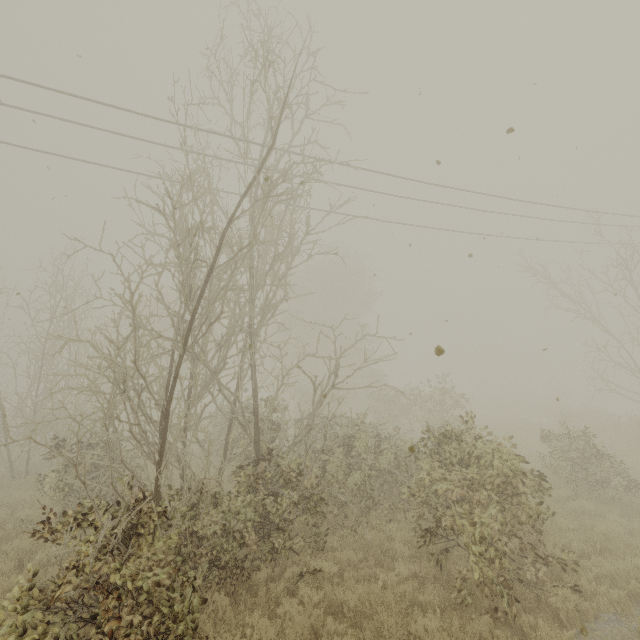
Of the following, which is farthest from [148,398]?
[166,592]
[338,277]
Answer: [338,277]
